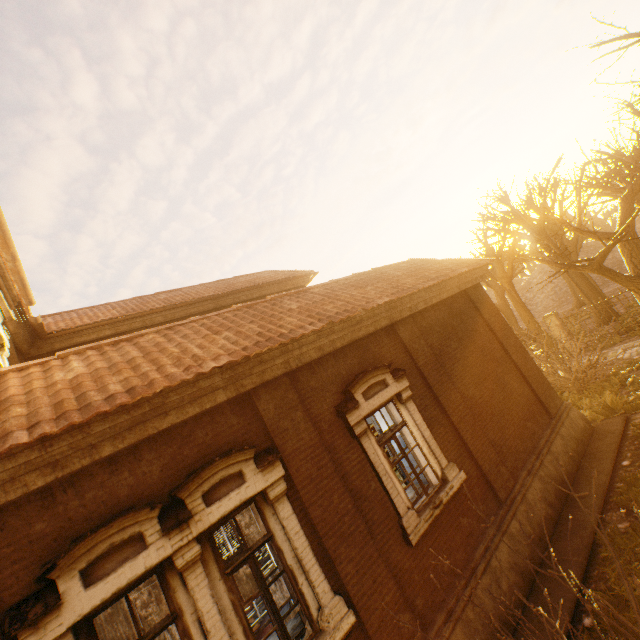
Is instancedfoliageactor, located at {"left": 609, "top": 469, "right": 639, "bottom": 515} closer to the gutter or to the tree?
the tree

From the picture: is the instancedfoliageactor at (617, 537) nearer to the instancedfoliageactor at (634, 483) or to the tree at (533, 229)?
the instancedfoliageactor at (634, 483)

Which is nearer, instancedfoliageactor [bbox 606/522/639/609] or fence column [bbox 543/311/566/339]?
instancedfoliageactor [bbox 606/522/639/609]

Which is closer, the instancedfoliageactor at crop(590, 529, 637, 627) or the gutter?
the instancedfoliageactor at crop(590, 529, 637, 627)

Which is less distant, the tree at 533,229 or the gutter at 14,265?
the gutter at 14,265

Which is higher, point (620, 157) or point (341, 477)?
point (620, 157)

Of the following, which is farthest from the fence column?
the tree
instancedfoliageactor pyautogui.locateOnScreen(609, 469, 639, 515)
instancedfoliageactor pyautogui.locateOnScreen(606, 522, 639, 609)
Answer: instancedfoliageactor pyautogui.locateOnScreen(606, 522, 639, 609)

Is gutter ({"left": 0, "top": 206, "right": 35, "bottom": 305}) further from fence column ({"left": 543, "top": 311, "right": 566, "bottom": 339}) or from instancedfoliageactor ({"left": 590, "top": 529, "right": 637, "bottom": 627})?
fence column ({"left": 543, "top": 311, "right": 566, "bottom": 339})
